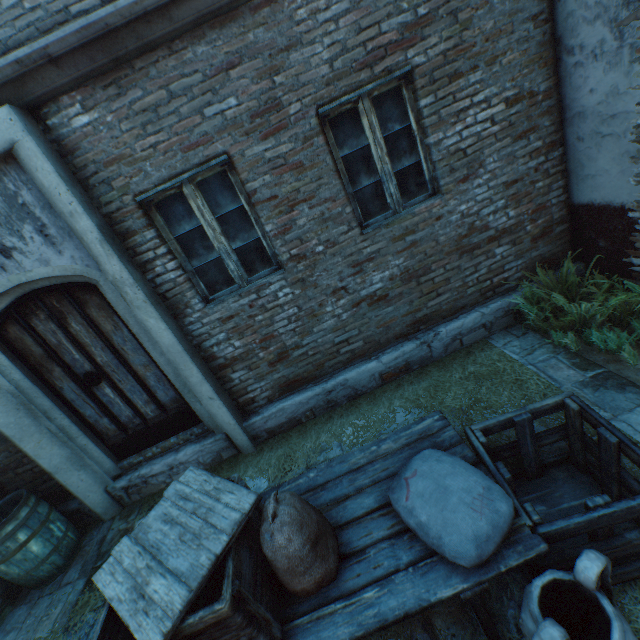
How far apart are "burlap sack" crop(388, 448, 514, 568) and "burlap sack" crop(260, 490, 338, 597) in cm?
42

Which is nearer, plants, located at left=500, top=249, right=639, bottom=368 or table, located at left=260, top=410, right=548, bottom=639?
table, located at left=260, top=410, right=548, bottom=639

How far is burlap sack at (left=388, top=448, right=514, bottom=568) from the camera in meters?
1.7

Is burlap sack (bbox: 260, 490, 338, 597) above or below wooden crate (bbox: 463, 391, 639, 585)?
above

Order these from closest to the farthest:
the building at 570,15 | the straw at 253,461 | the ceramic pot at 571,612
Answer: the ceramic pot at 571,612 → the building at 570,15 → the straw at 253,461

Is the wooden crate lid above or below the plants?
above

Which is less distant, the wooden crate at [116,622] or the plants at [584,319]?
the wooden crate at [116,622]

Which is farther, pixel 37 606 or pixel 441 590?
pixel 37 606
